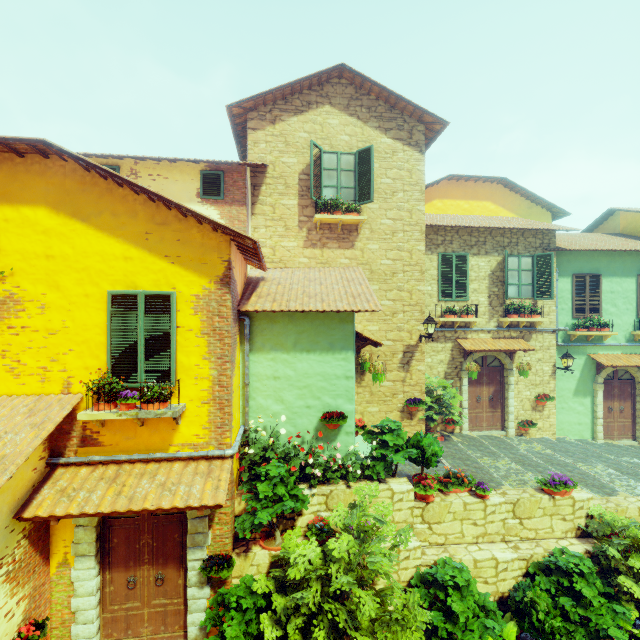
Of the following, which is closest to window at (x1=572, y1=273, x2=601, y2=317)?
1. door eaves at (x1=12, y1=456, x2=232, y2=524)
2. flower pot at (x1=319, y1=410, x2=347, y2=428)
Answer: flower pot at (x1=319, y1=410, x2=347, y2=428)

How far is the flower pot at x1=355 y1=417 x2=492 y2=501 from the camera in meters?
6.7

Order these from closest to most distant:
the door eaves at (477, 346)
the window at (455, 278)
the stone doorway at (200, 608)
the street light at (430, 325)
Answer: the stone doorway at (200, 608) < the street light at (430, 325) < the door eaves at (477, 346) < the window at (455, 278)

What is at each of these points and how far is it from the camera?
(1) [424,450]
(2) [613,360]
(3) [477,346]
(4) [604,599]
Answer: (1) flower pot, 7.1 meters
(2) door eaves, 11.7 meters
(3) door eaves, 10.8 meters
(4) flower pot, 5.9 meters

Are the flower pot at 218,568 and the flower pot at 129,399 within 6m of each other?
yes

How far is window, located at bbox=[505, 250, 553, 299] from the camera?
11.2 meters

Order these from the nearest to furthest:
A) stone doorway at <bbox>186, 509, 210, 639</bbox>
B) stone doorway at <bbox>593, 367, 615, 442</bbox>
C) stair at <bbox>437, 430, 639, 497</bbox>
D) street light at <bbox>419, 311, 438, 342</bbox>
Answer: stone doorway at <bbox>186, 509, 210, 639</bbox>
stair at <bbox>437, 430, 639, 497</bbox>
street light at <bbox>419, 311, 438, 342</bbox>
stone doorway at <bbox>593, 367, 615, 442</bbox>

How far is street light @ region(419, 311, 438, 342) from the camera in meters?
9.2
